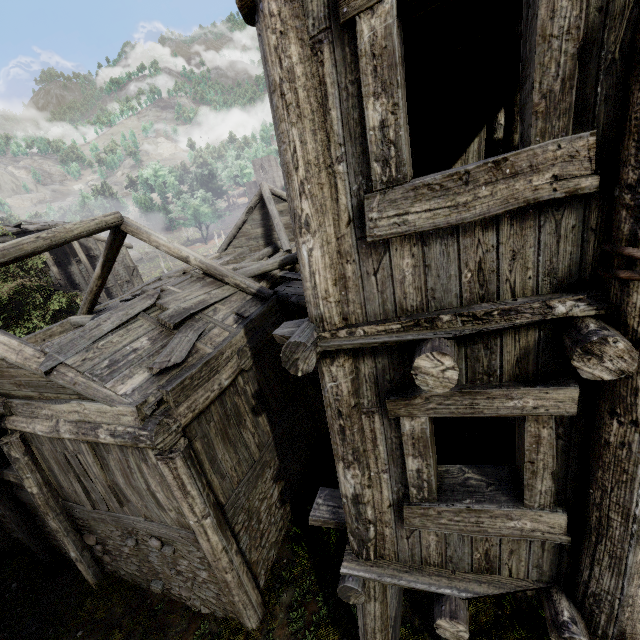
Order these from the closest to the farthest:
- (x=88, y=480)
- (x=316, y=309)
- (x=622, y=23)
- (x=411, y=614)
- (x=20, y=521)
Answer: (x=622, y=23) < (x=316, y=309) < (x=411, y=614) < (x=88, y=480) < (x=20, y=521)
